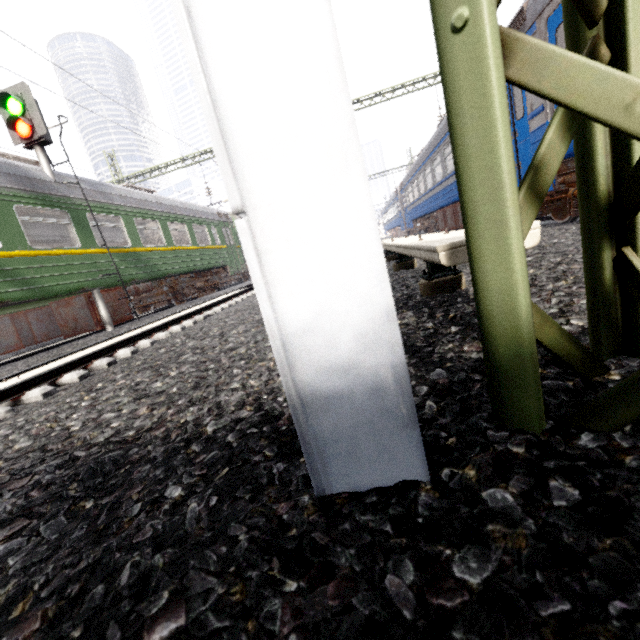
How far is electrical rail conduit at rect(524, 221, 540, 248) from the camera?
1.6 meters

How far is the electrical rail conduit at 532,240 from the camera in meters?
1.6

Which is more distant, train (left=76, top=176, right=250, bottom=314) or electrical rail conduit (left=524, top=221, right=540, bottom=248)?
train (left=76, top=176, right=250, bottom=314)

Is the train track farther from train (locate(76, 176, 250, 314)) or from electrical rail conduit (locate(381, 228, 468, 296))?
electrical rail conduit (locate(381, 228, 468, 296))

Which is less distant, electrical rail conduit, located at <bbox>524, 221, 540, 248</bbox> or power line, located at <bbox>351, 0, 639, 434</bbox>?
power line, located at <bbox>351, 0, 639, 434</bbox>

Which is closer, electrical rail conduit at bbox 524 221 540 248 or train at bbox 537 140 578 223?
electrical rail conduit at bbox 524 221 540 248

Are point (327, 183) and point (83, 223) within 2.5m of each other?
no

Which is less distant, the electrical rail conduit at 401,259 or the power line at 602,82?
the power line at 602,82
